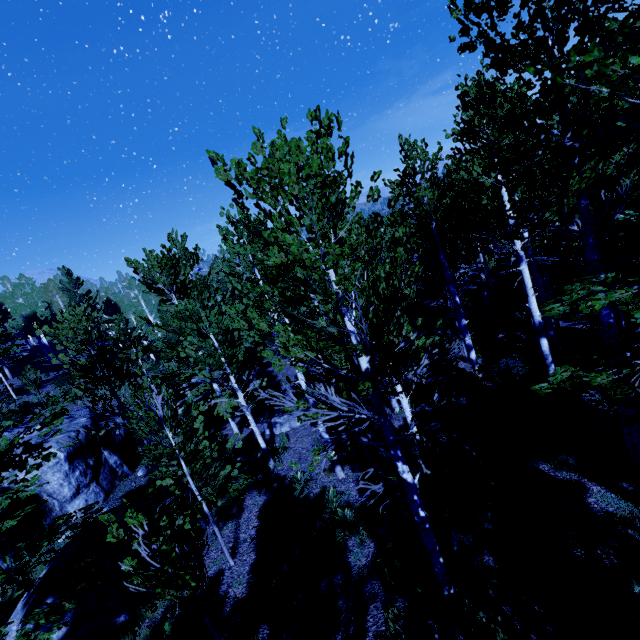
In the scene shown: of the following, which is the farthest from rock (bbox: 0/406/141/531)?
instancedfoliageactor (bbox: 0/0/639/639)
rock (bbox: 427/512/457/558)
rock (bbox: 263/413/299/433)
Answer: rock (bbox: 427/512/457/558)

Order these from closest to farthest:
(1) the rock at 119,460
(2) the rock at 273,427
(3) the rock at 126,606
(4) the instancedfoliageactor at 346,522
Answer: (4) the instancedfoliageactor at 346,522, (3) the rock at 126,606, (1) the rock at 119,460, (2) the rock at 273,427

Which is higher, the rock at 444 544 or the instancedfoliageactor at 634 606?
the instancedfoliageactor at 634 606

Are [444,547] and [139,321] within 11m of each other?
no

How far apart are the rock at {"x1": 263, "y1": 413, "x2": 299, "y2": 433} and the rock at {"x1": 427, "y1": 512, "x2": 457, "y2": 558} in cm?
809

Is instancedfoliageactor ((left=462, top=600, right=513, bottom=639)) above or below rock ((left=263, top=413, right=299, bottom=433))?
above

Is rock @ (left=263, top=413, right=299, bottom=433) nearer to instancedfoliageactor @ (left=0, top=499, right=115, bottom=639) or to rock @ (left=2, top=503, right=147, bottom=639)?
instancedfoliageactor @ (left=0, top=499, right=115, bottom=639)
